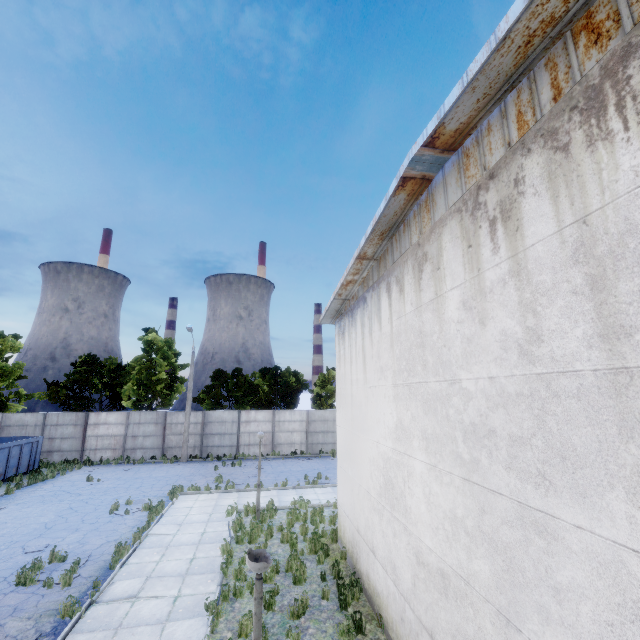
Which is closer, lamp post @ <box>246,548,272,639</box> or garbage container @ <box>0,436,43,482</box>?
lamp post @ <box>246,548,272,639</box>

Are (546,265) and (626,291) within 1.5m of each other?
yes

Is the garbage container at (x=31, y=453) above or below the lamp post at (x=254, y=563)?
below

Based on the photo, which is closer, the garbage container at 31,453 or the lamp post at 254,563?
the lamp post at 254,563

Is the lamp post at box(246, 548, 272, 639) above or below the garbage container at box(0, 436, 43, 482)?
above
